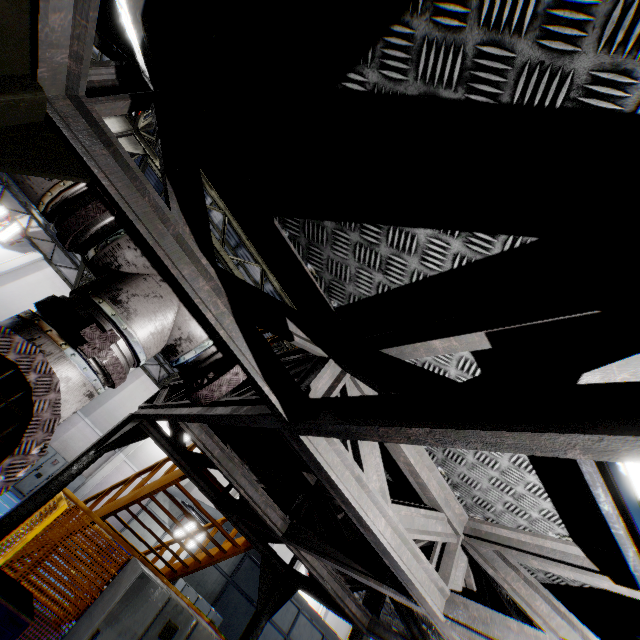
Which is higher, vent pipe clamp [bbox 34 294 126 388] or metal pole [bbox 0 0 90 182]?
metal pole [bbox 0 0 90 182]

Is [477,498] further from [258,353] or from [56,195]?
[56,195]

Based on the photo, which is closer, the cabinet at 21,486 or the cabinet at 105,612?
the cabinet at 105,612

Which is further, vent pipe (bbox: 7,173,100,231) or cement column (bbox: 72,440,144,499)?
cement column (bbox: 72,440,144,499)

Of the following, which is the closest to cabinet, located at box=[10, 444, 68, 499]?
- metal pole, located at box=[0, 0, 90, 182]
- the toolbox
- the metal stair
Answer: the metal stair

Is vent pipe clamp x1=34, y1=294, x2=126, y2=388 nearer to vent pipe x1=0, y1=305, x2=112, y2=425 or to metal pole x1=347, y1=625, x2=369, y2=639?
vent pipe x1=0, y1=305, x2=112, y2=425

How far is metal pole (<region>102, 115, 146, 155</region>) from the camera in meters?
7.8

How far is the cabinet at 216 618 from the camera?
11.1m
